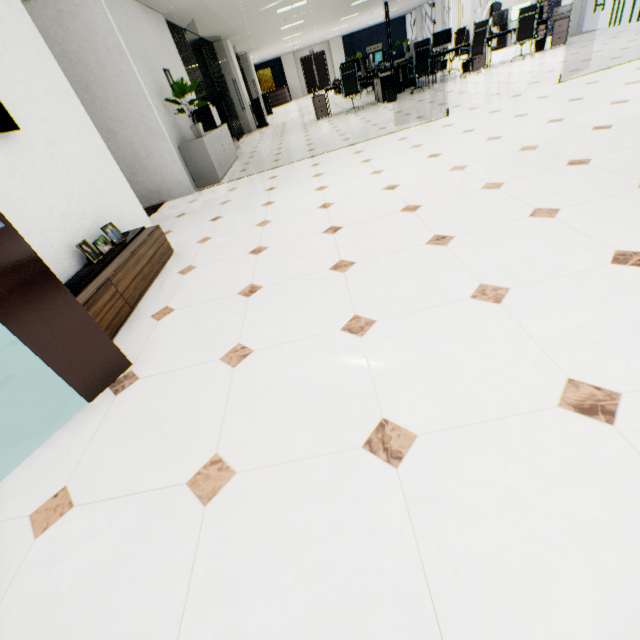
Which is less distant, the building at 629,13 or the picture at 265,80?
the picture at 265,80

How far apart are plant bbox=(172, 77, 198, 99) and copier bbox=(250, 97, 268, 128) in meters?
8.4 m

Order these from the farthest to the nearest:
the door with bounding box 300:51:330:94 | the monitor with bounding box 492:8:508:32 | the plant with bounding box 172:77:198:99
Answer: the door with bounding box 300:51:330:94 < the monitor with bounding box 492:8:508:32 < the plant with bounding box 172:77:198:99

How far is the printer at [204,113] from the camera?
7.1m

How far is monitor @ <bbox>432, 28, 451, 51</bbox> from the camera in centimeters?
988cm

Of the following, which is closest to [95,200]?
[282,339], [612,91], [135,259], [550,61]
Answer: [135,259]

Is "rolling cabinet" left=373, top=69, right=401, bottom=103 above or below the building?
above

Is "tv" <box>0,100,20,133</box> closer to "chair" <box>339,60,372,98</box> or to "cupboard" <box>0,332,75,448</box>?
Result: "cupboard" <box>0,332,75,448</box>
